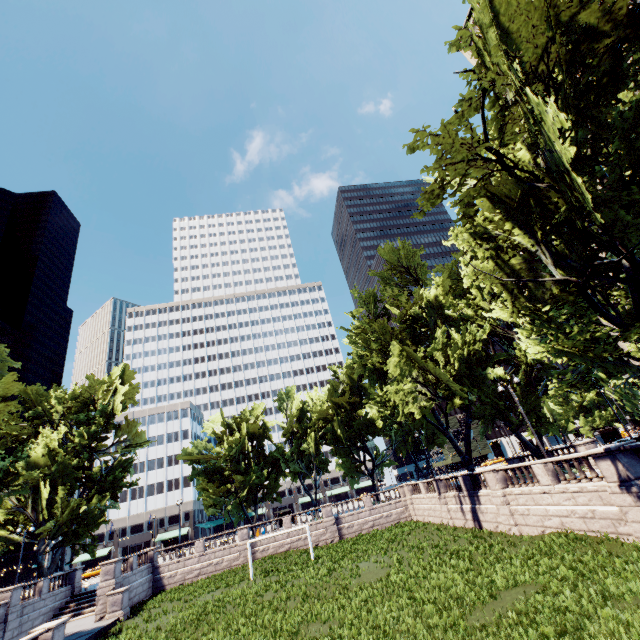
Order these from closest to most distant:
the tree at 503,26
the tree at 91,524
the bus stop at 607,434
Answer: the tree at 503,26 → the tree at 91,524 → the bus stop at 607,434

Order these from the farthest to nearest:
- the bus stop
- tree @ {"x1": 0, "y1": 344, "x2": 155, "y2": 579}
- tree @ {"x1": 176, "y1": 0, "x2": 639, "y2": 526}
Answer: the bus stop
tree @ {"x1": 0, "y1": 344, "x2": 155, "y2": 579}
tree @ {"x1": 176, "y1": 0, "x2": 639, "y2": 526}

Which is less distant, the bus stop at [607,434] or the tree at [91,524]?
the tree at [91,524]

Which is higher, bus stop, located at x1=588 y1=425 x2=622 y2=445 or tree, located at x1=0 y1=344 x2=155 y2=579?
tree, located at x1=0 y1=344 x2=155 y2=579

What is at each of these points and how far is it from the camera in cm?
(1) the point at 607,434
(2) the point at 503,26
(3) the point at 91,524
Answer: (1) bus stop, 4875
(2) tree, 978
(3) tree, 3650

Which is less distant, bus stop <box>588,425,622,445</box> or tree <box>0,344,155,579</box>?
tree <box>0,344,155,579</box>

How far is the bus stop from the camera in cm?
4698
